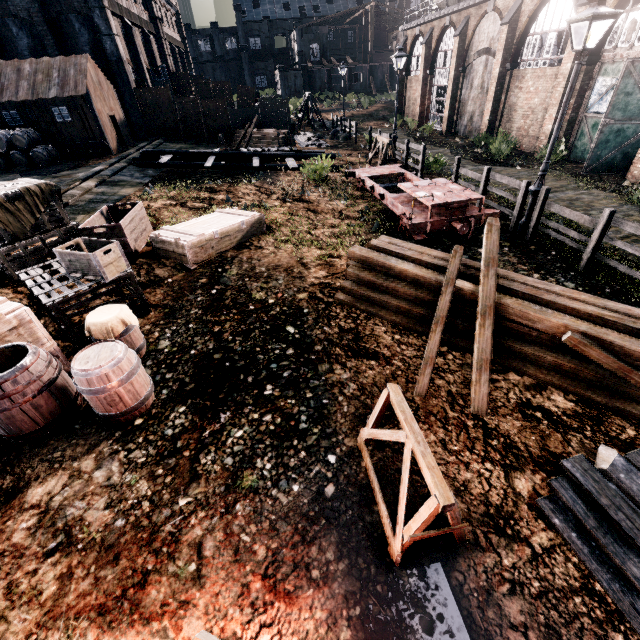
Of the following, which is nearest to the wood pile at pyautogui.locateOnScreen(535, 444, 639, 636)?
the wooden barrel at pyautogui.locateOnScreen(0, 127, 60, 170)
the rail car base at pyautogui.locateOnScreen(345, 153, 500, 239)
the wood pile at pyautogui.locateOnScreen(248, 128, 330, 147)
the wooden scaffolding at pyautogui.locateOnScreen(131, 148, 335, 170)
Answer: the rail car base at pyautogui.locateOnScreen(345, 153, 500, 239)

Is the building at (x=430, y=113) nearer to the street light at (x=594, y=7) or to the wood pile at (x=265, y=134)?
the street light at (x=594, y=7)

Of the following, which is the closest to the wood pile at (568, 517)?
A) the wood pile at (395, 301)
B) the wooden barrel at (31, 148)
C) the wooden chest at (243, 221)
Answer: the wood pile at (395, 301)

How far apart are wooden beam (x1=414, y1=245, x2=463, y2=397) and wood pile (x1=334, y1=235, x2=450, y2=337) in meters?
0.0

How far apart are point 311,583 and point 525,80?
28.0m

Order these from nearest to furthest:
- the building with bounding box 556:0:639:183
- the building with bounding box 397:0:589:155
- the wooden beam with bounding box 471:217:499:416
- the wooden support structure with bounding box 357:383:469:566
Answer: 1. the wooden support structure with bounding box 357:383:469:566
2. the wooden beam with bounding box 471:217:499:416
3. the building with bounding box 556:0:639:183
4. the building with bounding box 397:0:589:155

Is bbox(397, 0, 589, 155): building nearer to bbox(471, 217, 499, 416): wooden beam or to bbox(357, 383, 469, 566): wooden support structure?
bbox(471, 217, 499, 416): wooden beam
